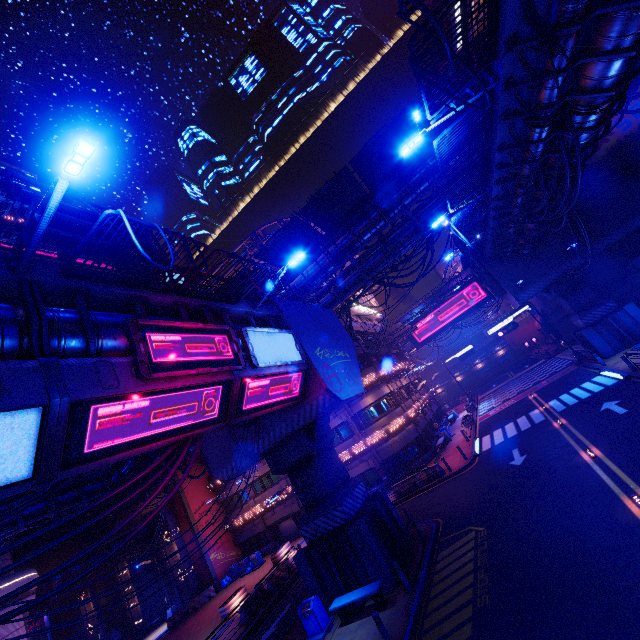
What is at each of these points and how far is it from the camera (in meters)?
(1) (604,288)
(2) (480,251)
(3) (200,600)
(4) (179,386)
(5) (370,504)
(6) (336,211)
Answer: (1) wall arch, 27.69
(2) fence, 27.05
(3) fence, 30.11
(4) walkway, 8.48
(5) pillar, 16.05
(6) awning, 22.91

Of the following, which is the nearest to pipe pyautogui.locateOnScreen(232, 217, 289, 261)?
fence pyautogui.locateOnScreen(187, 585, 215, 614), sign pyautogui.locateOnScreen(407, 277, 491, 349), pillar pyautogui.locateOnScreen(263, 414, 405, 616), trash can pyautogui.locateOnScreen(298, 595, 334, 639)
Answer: pillar pyautogui.locateOnScreen(263, 414, 405, 616)

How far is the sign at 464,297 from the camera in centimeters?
4822cm

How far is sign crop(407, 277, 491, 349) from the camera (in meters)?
48.22

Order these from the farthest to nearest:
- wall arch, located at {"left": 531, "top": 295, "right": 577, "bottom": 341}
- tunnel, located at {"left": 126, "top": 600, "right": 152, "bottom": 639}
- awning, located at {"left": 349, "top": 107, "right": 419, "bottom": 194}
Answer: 1. wall arch, located at {"left": 531, "top": 295, "right": 577, "bottom": 341}
2. tunnel, located at {"left": 126, "top": 600, "right": 152, "bottom": 639}
3. awning, located at {"left": 349, "top": 107, "right": 419, "bottom": 194}

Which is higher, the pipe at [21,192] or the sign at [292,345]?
the pipe at [21,192]

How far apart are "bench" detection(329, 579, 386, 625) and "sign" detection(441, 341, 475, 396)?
39.5 meters

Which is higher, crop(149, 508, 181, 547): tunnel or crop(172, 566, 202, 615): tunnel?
crop(149, 508, 181, 547): tunnel
